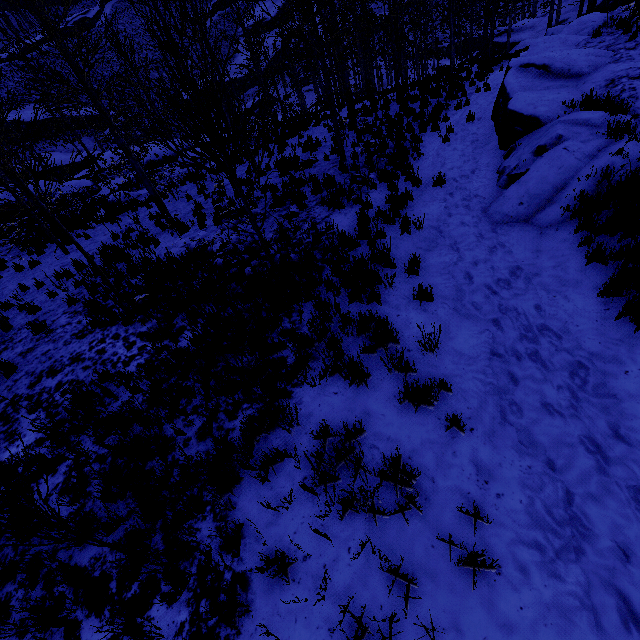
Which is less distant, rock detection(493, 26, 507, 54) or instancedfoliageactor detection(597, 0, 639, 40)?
instancedfoliageactor detection(597, 0, 639, 40)

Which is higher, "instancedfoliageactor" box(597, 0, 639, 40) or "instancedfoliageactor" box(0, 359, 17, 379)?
"instancedfoliageactor" box(597, 0, 639, 40)

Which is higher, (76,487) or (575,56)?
(575,56)

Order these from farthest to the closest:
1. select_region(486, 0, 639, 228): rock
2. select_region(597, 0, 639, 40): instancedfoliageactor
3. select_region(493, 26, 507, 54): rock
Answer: select_region(493, 26, 507, 54): rock
select_region(597, 0, 639, 40): instancedfoliageactor
select_region(486, 0, 639, 228): rock

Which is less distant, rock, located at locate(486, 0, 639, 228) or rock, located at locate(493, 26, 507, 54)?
rock, located at locate(486, 0, 639, 228)

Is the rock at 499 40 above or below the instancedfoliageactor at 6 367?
below

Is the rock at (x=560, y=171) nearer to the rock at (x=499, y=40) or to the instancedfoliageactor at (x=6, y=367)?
the instancedfoliageactor at (x=6, y=367)

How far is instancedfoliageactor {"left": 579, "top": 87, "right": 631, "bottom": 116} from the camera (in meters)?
6.66
